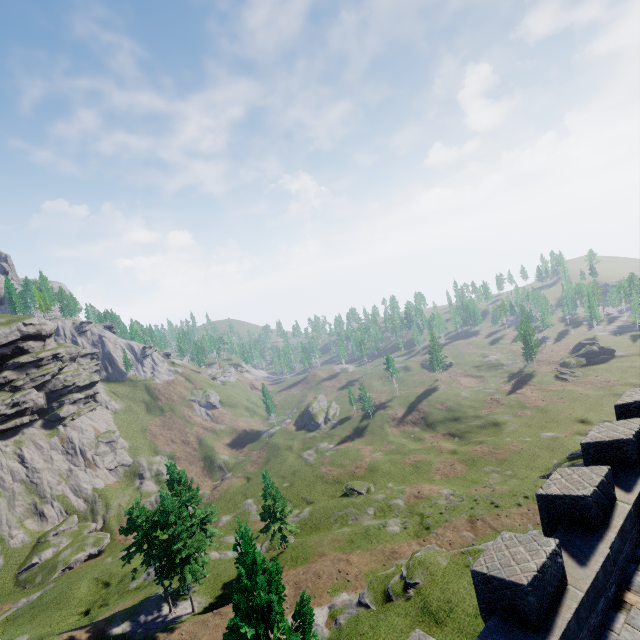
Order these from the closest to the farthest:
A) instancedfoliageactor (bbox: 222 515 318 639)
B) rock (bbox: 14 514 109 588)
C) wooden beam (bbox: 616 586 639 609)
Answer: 1. wooden beam (bbox: 616 586 639 609)
2. instancedfoliageactor (bbox: 222 515 318 639)
3. rock (bbox: 14 514 109 588)

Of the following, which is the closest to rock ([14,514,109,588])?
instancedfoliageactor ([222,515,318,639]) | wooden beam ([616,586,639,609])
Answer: instancedfoliageactor ([222,515,318,639])

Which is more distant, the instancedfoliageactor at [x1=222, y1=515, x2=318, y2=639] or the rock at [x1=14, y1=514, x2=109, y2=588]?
the rock at [x1=14, y1=514, x2=109, y2=588]

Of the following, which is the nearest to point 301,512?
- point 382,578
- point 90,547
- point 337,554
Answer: point 337,554

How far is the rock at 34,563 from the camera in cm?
4788

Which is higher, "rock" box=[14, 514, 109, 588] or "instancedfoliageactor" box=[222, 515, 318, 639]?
"instancedfoliageactor" box=[222, 515, 318, 639]

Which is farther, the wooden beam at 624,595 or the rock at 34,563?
the rock at 34,563
